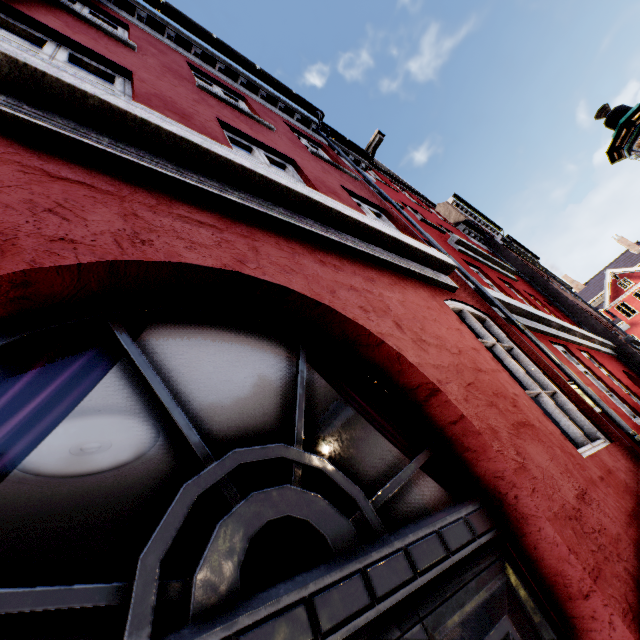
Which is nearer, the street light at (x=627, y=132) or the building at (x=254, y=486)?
the building at (x=254, y=486)

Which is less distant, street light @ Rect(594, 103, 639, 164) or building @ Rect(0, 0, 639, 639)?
building @ Rect(0, 0, 639, 639)

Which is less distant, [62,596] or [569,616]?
[62,596]
